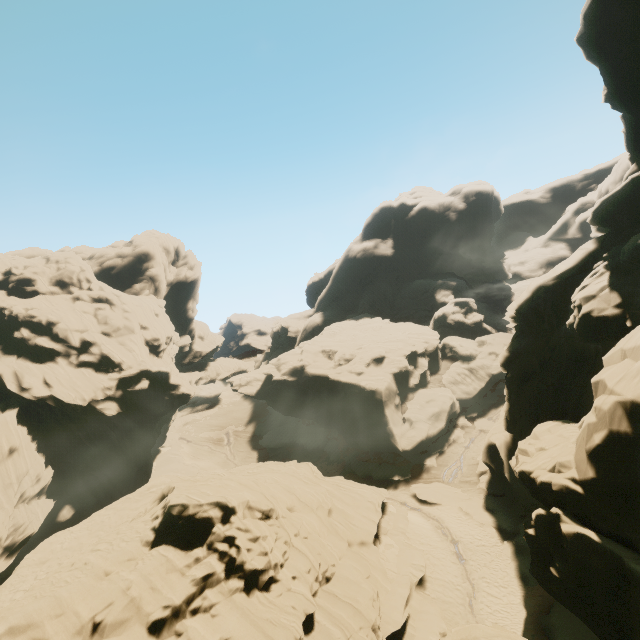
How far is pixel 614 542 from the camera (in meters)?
12.32

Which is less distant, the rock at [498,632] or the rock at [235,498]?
the rock at [498,632]

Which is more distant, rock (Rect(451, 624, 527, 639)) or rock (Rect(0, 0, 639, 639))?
rock (Rect(0, 0, 639, 639))
